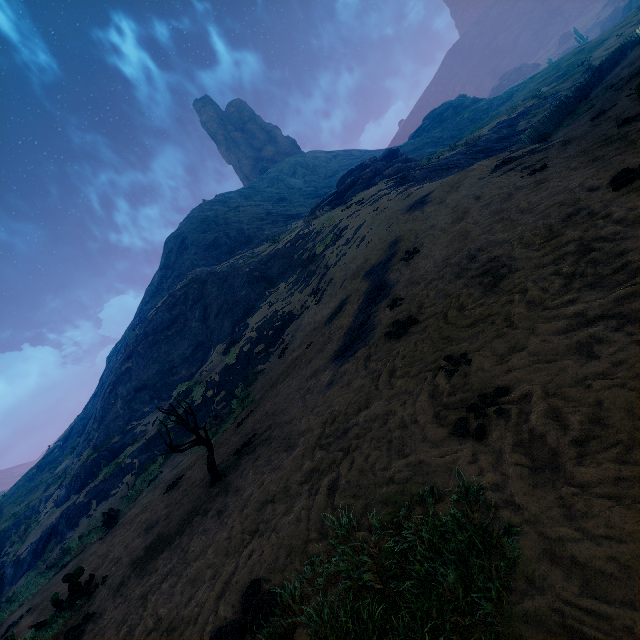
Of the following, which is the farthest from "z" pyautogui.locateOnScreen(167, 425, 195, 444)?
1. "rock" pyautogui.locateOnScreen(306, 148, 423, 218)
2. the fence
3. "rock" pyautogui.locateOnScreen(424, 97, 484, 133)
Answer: "rock" pyautogui.locateOnScreen(424, 97, 484, 133)

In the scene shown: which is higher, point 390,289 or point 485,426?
point 390,289

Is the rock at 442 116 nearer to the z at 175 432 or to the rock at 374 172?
the z at 175 432

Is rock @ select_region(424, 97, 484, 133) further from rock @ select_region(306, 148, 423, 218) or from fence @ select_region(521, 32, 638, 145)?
fence @ select_region(521, 32, 638, 145)

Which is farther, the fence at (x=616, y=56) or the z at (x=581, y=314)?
the fence at (x=616, y=56)

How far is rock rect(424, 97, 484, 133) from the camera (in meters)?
57.44

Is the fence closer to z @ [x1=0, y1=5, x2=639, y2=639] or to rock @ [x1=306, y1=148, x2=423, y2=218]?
z @ [x1=0, y1=5, x2=639, y2=639]

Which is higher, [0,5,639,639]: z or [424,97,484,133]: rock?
[424,97,484,133]: rock
